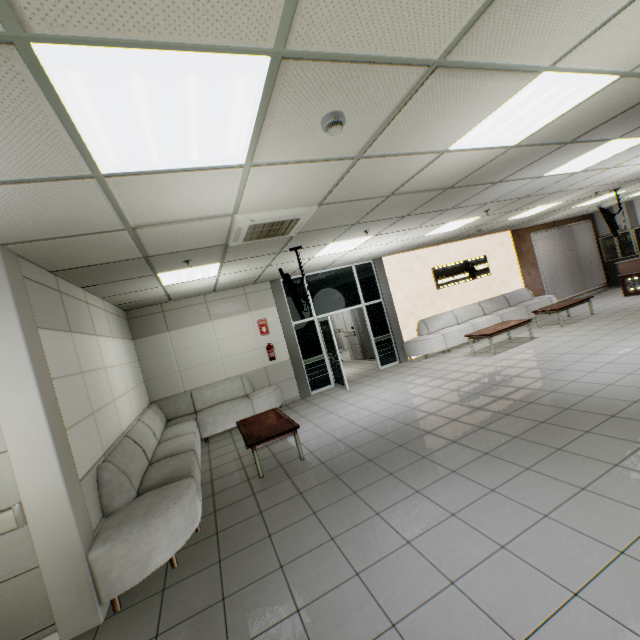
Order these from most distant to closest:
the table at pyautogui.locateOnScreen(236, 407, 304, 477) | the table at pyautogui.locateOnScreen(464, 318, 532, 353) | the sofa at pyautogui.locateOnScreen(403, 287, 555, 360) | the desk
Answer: the desk, the sofa at pyautogui.locateOnScreen(403, 287, 555, 360), the table at pyautogui.locateOnScreen(464, 318, 532, 353), the table at pyautogui.locateOnScreen(236, 407, 304, 477)

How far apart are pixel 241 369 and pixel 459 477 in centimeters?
595cm

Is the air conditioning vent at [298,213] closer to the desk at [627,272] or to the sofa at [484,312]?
the sofa at [484,312]

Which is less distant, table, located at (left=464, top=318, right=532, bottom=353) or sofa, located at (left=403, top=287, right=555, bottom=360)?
table, located at (left=464, top=318, right=532, bottom=353)

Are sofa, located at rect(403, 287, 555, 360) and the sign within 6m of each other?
yes

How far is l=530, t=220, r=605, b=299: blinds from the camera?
12.4m

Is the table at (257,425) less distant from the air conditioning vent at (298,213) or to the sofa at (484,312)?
the air conditioning vent at (298,213)

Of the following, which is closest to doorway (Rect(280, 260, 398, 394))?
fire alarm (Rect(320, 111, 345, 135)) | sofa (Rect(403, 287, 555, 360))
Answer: sofa (Rect(403, 287, 555, 360))
